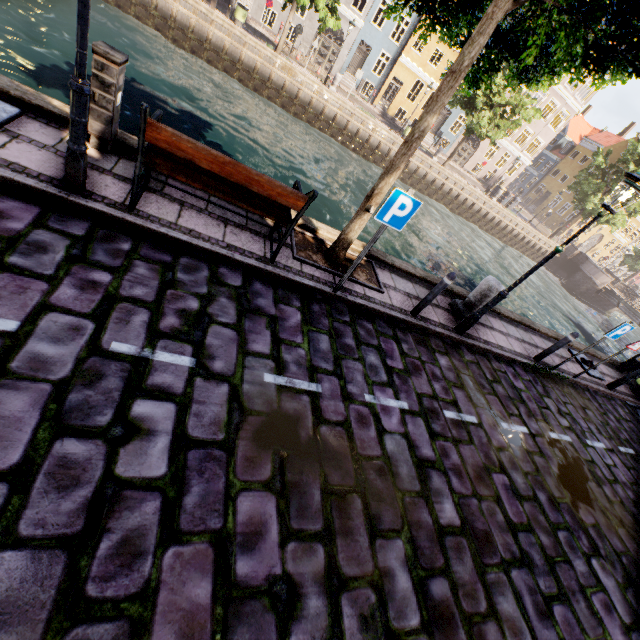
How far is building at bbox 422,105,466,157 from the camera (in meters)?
32.25

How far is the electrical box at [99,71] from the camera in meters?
4.0 m

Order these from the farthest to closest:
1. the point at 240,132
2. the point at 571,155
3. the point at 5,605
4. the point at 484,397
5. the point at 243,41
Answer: the point at 571,155
the point at 243,41
the point at 240,132
the point at 484,397
the point at 5,605

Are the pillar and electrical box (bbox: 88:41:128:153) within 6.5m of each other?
no

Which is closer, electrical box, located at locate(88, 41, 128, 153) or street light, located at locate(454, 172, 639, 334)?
electrical box, located at locate(88, 41, 128, 153)

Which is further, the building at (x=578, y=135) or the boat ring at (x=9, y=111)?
the building at (x=578, y=135)

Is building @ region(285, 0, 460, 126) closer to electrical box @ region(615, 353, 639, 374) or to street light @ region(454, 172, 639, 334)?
street light @ region(454, 172, 639, 334)

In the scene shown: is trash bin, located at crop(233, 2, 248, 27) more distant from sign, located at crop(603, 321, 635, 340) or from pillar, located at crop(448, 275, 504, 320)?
sign, located at crop(603, 321, 635, 340)
